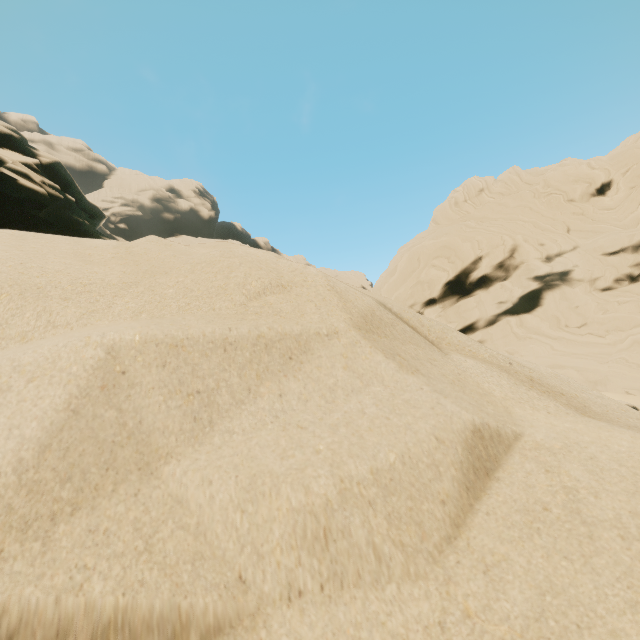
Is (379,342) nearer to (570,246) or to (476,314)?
(476,314)
